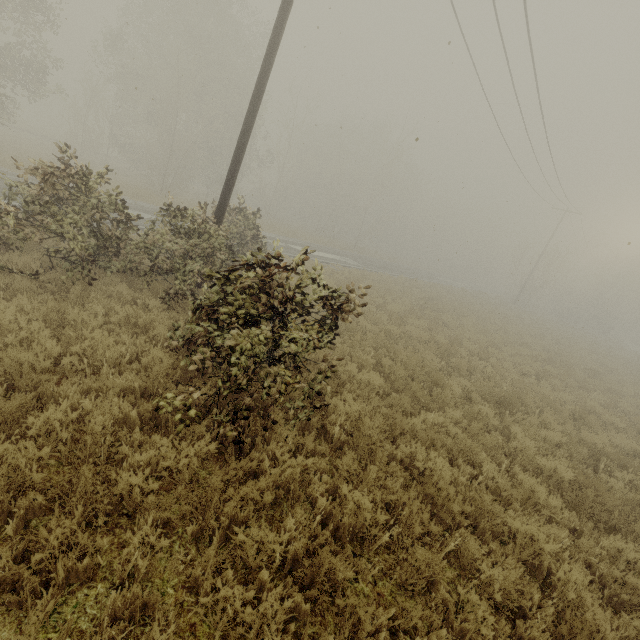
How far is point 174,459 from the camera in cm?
427
